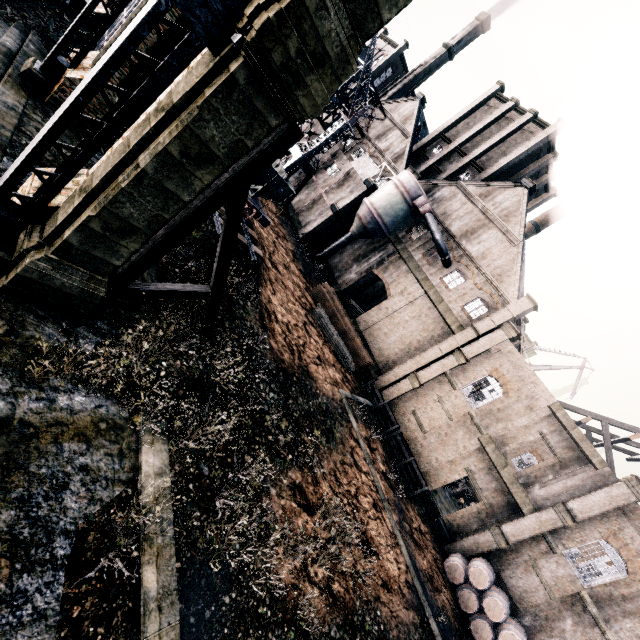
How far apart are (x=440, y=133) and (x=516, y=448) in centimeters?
4297cm

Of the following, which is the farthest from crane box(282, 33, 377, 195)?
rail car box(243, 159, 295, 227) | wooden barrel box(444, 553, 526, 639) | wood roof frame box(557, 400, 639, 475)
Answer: wooden barrel box(444, 553, 526, 639)

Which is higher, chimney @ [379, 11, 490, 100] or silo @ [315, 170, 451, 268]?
chimney @ [379, 11, 490, 100]

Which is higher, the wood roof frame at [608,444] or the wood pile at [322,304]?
the wood roof frame at [608,444]

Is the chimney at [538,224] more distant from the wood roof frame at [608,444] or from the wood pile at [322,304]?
the wood pile at [322,304]

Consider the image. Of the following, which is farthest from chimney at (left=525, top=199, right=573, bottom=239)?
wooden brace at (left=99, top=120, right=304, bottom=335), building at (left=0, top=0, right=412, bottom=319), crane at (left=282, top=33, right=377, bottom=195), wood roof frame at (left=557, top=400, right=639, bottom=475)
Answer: wooden brace at (left=99, top=120, right=304, bottom=335)

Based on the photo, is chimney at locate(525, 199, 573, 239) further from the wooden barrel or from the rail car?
the wooden barrel

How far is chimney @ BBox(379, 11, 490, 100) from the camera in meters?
52.2 m
